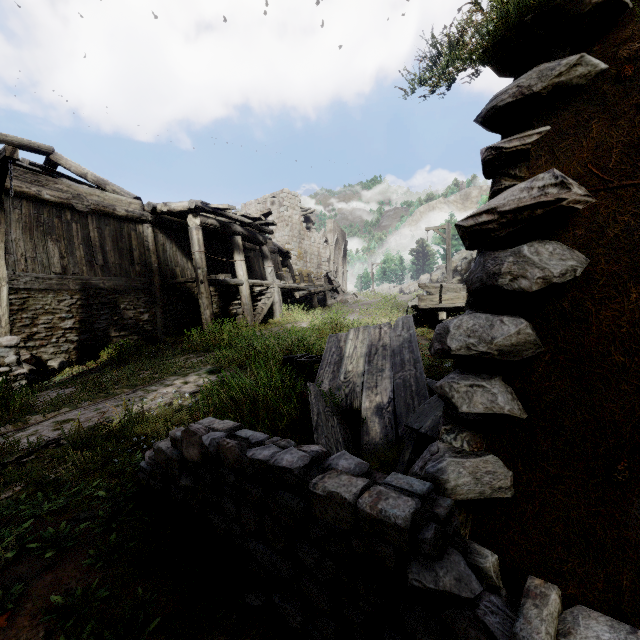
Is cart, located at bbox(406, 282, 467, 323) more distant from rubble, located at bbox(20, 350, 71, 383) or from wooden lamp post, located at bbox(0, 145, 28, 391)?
rubble, located at bbox(20, 350, 71, 383)

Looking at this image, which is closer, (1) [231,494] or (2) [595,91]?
(2) [595,91]

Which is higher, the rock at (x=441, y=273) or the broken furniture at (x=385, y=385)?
the rock at (x=441, y=273)

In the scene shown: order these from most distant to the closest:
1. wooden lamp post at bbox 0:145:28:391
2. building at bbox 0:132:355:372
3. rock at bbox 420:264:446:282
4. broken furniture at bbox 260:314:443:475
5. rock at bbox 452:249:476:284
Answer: rock at bbox 420:264:446:282 → rock at bbox 452:249:476:284 → building at bbox 0:132:355:372 → wooden lamp post at bbox 0:145:28:391 → broken furniture at bbox 260:314:443:475

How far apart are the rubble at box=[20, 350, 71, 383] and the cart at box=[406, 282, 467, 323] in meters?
9.9

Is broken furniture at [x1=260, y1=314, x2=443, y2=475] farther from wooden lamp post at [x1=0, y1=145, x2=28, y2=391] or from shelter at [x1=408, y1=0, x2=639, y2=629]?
wooden lamp post at [x1=0, y1=145, x2=28, y2=391]

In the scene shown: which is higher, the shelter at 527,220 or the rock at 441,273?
the rock at 441,273
